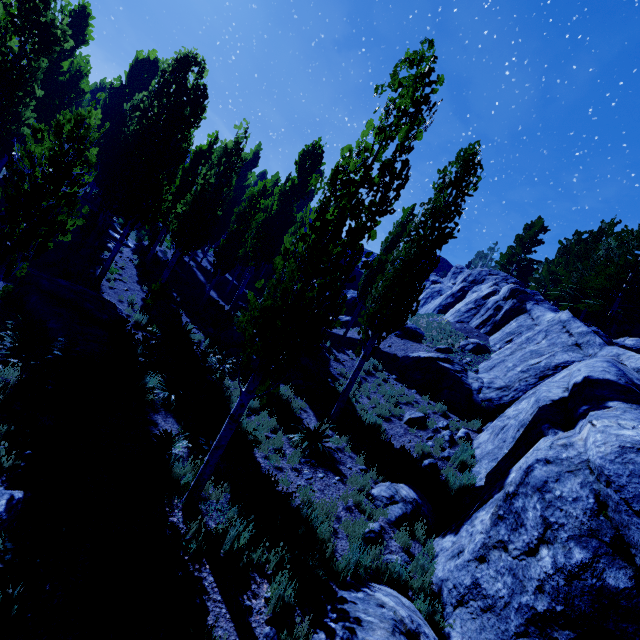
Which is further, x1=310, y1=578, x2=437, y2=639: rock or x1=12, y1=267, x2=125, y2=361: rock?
x1=12, y1=267, x2=125, y2=361: rock

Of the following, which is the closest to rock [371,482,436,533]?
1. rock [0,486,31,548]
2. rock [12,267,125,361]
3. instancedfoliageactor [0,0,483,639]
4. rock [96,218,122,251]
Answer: instancedfoliageactor [0,0,483,639]

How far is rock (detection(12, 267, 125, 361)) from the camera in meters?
9.9

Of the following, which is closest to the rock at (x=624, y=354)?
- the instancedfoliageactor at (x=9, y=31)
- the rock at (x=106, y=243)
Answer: the instancedfoliageactor at (x=9, y=31)

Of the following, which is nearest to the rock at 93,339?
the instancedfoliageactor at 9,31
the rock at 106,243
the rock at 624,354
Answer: the instancedfoliageactor at 9,31

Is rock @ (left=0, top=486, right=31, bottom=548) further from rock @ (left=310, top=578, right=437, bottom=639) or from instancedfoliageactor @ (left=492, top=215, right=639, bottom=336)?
rock @ (left=310, top=578, right=437, bottom=639)

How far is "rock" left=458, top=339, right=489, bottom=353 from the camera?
20.02m

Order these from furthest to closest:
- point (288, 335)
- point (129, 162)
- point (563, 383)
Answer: point (129, 162) < point (563, 383) < point (288, 335)
